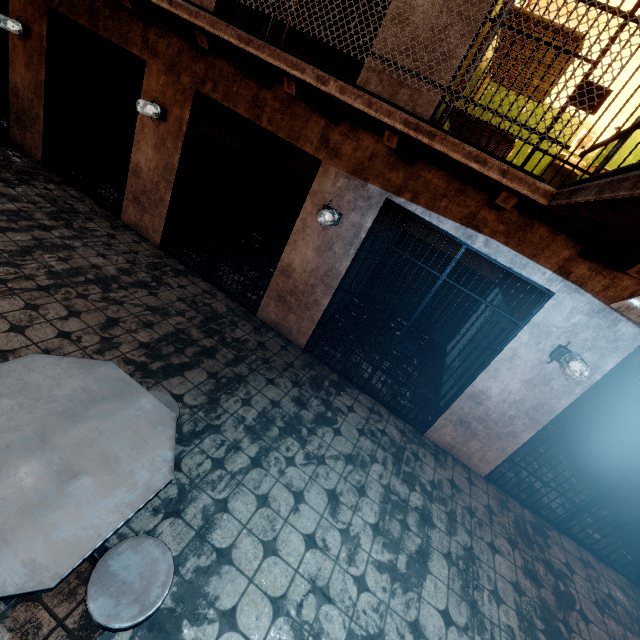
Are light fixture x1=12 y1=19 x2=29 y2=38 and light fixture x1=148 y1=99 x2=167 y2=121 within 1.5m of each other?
no

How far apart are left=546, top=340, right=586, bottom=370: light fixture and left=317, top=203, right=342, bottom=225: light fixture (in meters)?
2.82

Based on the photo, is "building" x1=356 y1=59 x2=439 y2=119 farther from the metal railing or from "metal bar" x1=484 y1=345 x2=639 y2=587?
the metal railing

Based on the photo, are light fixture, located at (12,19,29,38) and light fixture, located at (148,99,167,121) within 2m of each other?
no

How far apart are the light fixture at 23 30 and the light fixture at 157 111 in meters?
2.7

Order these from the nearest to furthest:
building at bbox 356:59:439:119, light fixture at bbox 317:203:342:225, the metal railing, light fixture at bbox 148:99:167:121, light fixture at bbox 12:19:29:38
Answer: the metal railing
building at bbox 356:59:439:119
light fixture at bbox 317:203:342:225
light fixture at bbox 148:99:167:121
light fixture at bbox 12:19:29:38

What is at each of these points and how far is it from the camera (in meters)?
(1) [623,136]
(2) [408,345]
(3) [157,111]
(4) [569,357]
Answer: (1) metal railing, 1.42
(2) metal bar, 4.21
(3) light fixture, 4.50
(4) light fixture, 3.40

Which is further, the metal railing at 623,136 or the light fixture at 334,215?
the light fixture at 334,215
